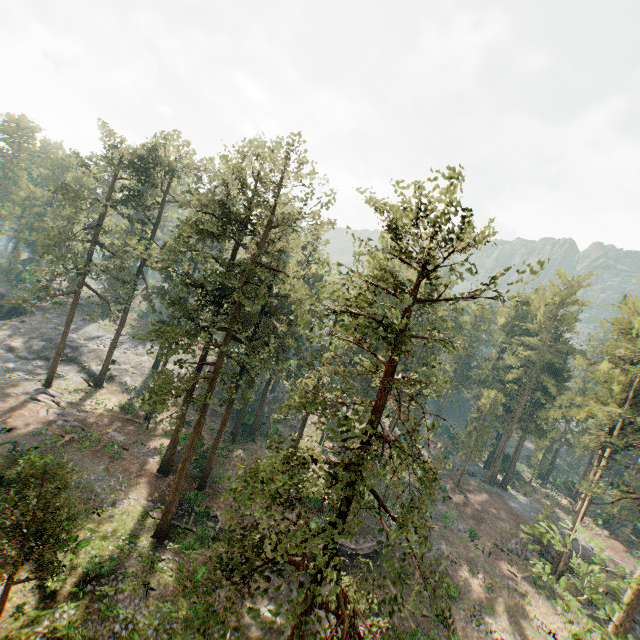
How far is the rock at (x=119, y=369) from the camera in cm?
4334

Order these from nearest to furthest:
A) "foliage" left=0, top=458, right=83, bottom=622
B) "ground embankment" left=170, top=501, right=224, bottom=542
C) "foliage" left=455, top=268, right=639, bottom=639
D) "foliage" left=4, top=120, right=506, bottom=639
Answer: "foliage" left=4, top=120, right=506, bottom=639 → "foliage" left=455, top=268, right=639, bottom=639 → "foliage" left=0, top=458, right=83, bottom=622 → "ground embankment" left=170, top=501, right=224, bottom=542

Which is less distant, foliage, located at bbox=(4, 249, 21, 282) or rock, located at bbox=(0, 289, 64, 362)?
rock, located at bbox=(0, 289, 64, 362)

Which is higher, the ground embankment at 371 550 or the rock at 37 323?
the rock at 37 323

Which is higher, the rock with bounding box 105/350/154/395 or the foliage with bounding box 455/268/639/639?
the foliage with bounding box 455/268/639/639

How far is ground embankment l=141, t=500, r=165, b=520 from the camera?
24.95m

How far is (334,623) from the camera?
23.27m
